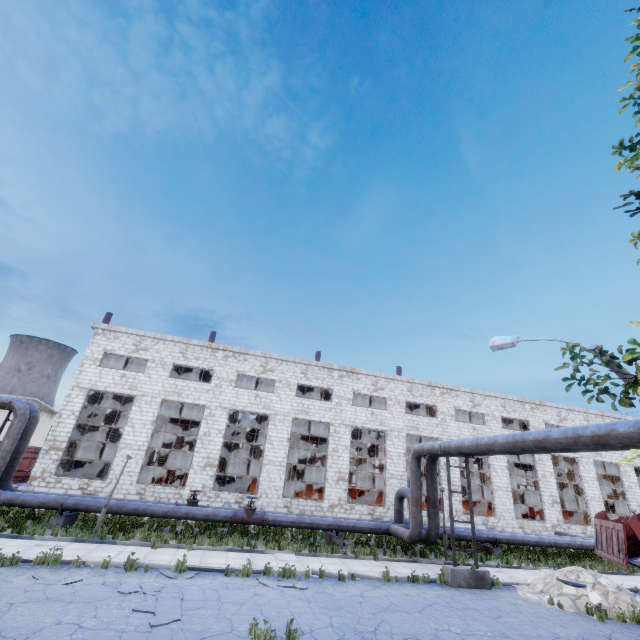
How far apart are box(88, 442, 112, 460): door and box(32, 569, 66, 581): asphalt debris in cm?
2152

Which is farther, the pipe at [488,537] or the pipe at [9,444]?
the pipe at [488,537]

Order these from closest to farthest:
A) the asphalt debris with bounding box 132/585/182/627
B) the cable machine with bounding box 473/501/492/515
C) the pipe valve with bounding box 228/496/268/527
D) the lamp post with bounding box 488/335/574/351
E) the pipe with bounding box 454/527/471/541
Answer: the asphalt debris with bounding box 132/585/182/627 < the lamp post with bounding box 488/335/574/351 < the pipe valve with bounding box 228/496/268/527 < the pipe with bounding box 454/527/471/541 < the cable machine with bounding box 473/501/492/515

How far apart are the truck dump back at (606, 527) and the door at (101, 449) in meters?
34.7 m

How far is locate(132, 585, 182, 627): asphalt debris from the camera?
7.34m

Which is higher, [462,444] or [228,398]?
[228,398]

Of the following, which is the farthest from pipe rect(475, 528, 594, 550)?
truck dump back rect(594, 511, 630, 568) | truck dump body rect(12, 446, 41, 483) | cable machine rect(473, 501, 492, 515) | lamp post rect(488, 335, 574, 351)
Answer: truck dump body rect(12, 446, 41, 483)

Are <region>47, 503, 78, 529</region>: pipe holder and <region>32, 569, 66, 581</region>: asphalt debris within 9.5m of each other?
yes
